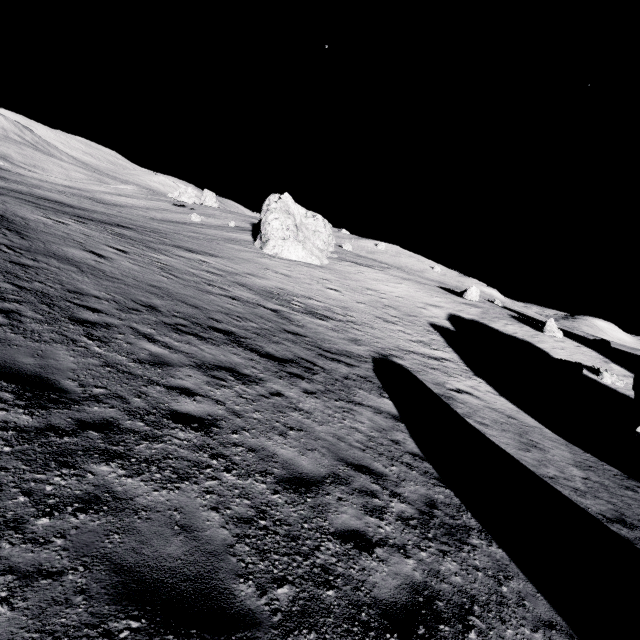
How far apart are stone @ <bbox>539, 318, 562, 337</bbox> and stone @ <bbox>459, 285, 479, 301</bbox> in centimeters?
729cm

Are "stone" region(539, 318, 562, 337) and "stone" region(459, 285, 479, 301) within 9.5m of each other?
yes

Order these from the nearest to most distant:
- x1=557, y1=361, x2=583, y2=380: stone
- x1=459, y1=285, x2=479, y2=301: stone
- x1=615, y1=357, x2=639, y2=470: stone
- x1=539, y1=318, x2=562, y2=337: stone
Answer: x1=615, y1=357, x2=639, y2=470: stone
x1=557, y1=361, x2=583, y2=380: stone
x1=539, y1=318, x2=562, y2=337: stone
x1=459, y1=285, x2=479, y2=301: stone

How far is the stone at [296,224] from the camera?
36.94m

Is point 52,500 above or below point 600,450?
above

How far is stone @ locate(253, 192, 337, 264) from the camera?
36.9 meters

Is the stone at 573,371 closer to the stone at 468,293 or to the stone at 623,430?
the stone at 623,430

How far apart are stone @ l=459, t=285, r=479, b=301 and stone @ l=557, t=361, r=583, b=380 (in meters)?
13.51
